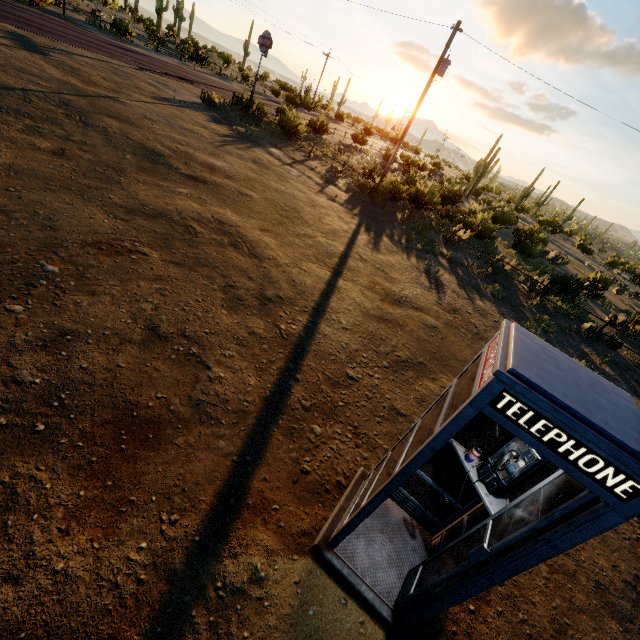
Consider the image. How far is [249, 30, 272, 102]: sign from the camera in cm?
2030

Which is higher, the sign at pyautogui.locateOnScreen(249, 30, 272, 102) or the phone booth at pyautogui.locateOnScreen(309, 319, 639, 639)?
the sign at pyautogui.locateOnScreen(249, 30, 272, 102)

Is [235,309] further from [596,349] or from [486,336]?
[596,349]

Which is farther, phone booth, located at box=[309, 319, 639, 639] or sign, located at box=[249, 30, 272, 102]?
sign, located at box=[249, 30, 272, 102]

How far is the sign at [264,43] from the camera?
20.30m

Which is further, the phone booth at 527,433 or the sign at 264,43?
the sign at 264,43
